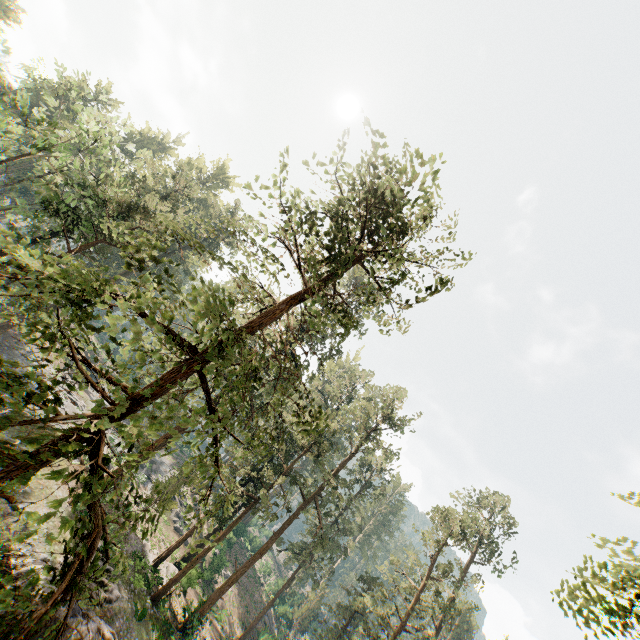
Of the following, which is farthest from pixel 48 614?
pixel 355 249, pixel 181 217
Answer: pixel 355 249

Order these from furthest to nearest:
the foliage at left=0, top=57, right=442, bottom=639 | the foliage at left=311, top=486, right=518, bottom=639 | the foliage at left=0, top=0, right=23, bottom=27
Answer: the foliage at left=0, top=0, right=23, bottom=27 → the foliage at left=311, top=486, right=518, bottom=639 → the foliage at left=0, top=57, right=442, bottom=639

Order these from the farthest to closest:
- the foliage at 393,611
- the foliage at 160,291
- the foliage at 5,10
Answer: the foliage at 5,10 < the foliage at 393,611 < the foliage at 160,291

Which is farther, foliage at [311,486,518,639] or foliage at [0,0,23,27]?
foliage at [0,0,23,27]

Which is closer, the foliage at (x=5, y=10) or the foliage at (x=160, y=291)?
the foliage at (x=160, y=291)
